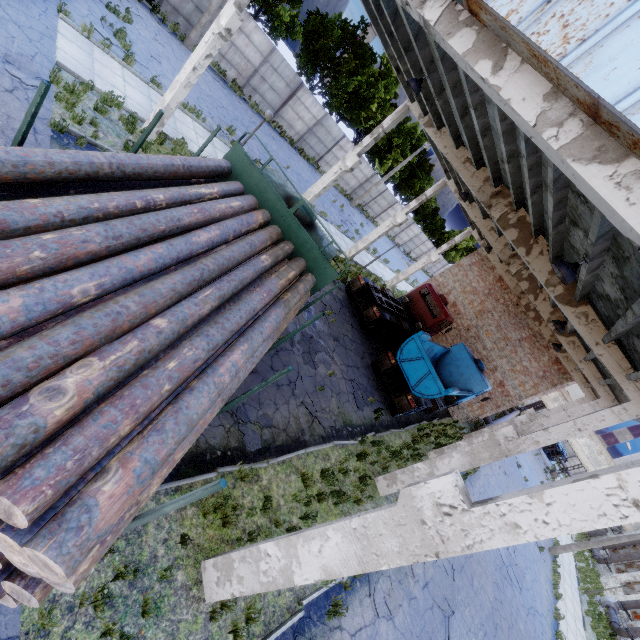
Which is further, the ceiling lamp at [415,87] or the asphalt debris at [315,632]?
the ceiling lamp at [415,87]

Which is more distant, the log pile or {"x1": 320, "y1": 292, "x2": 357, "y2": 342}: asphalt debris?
{"x1": 320, "y1": 292, "x2": 357, "y2": 342}: asphalt debris

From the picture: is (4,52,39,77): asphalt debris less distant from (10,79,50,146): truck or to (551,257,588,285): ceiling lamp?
(10,79,50,146): truck

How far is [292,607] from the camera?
6.59m

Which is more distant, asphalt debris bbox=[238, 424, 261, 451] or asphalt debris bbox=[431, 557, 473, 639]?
asphalt debris bbox=[431, 557, 473, 639]

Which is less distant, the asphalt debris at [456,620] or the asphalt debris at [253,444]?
the asphalt debris at [253,444]

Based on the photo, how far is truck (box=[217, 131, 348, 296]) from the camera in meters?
6.3 m

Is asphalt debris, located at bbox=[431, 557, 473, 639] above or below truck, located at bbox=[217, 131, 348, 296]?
below
